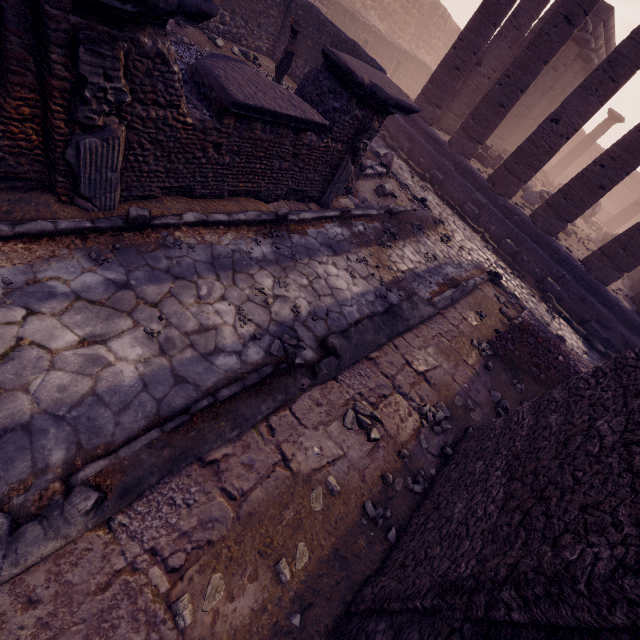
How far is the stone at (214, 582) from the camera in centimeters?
213cm

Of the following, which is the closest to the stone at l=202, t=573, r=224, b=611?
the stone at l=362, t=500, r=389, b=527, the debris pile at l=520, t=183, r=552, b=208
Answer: the stone at l=362, t=500, r=389, b=527

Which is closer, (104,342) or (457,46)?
(104,342)

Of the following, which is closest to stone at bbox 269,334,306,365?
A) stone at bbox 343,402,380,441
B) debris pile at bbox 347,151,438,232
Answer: stone at bbox 343,402,380,441

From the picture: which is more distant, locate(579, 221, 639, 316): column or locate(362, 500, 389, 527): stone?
locate(579, 221, 639, 316): column

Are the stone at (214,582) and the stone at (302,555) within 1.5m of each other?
yes

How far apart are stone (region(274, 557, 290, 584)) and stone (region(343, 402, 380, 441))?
1.2 meters

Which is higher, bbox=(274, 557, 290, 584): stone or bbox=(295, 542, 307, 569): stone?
bbox=(274, 557, 290, 584): stone
